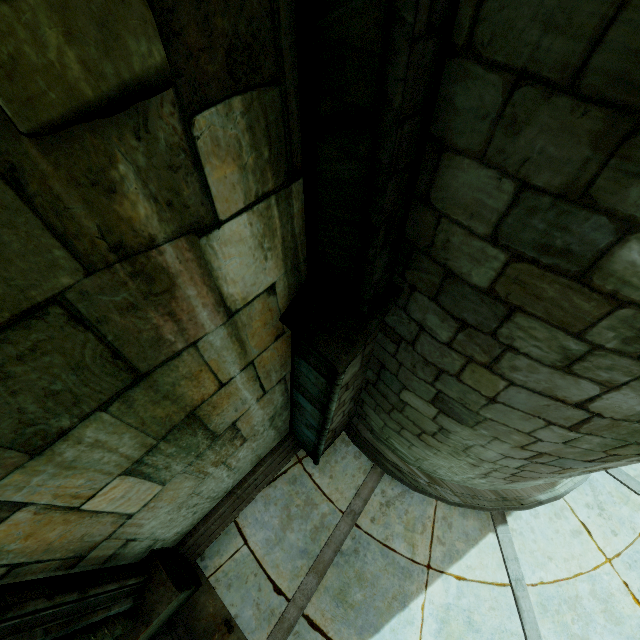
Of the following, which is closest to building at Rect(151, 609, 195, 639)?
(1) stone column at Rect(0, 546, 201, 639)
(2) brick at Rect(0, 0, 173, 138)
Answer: (1) stone column at Rect(0, 546, 201, 639)

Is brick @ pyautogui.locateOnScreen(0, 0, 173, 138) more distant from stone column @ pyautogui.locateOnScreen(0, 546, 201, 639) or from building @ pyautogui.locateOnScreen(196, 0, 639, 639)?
stone column @ pyautogui.locateOnScreen(0, 546, 201, 639)

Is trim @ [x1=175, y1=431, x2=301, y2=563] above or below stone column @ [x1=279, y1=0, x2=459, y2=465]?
below

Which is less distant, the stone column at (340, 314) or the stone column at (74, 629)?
the stone column at (340, 314)

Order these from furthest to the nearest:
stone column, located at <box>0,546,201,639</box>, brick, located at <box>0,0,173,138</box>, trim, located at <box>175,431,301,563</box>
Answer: trim, located at <box>175,431,301,563</box>, stone column, located at <box>0,546,201,639</box>, brick, located at <box>0,0,173,138</box>

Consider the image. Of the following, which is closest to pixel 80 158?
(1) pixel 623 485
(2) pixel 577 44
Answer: (2) pixel 577 44

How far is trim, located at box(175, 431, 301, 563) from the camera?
5.19m

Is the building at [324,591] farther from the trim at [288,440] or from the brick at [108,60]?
the brick at [108,60]
